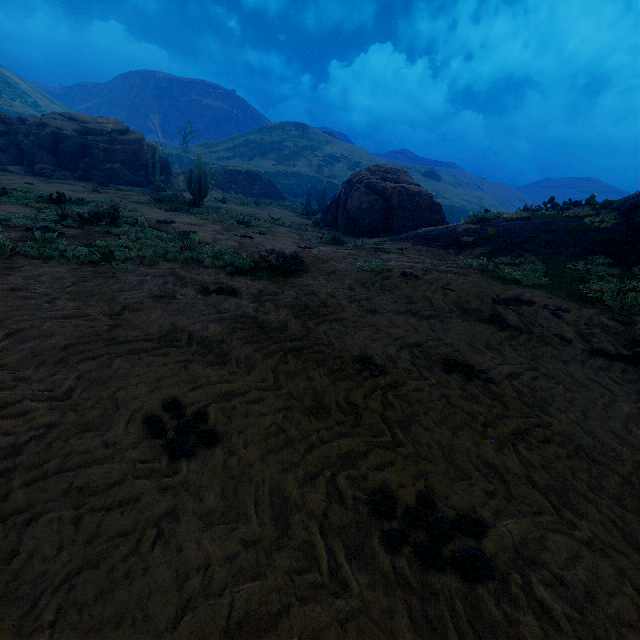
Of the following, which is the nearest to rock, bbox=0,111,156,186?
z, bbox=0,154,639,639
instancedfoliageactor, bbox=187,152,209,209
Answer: instancedfoliageactor, bbox=187,152,209,209

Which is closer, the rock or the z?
the z

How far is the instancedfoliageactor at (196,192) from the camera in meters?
17.8

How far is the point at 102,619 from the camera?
1.6m

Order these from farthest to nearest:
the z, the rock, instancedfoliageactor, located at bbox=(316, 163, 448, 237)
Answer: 1. the rock
2. instancedfoliageactor, located at bbox=(316, 163, 448, 237)
3. the z

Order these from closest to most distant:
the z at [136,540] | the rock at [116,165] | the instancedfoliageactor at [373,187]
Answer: the z at [136,540], the instancedfoliageactor at [373,187], the rock at [116,165]

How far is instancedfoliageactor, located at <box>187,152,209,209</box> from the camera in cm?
1779
